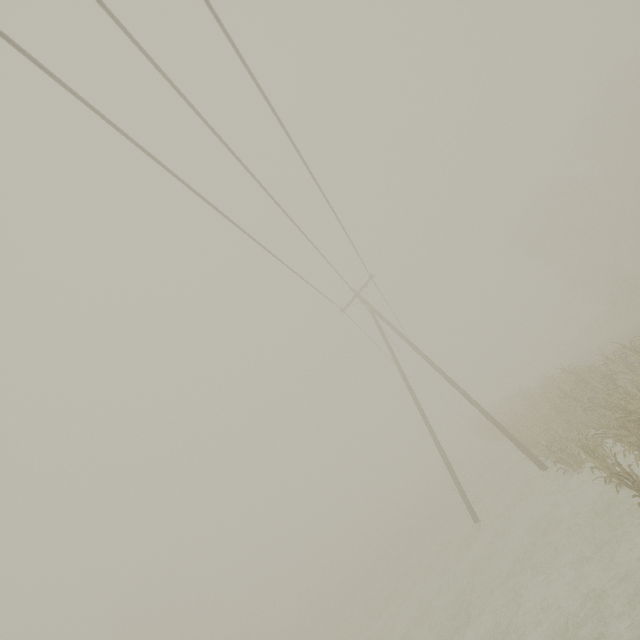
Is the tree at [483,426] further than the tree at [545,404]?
Yes

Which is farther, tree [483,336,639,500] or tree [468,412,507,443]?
tree [468,412,507,443]

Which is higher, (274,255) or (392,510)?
(274,255)

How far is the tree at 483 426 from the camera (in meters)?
27.28

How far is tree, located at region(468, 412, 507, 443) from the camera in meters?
27.3 m
